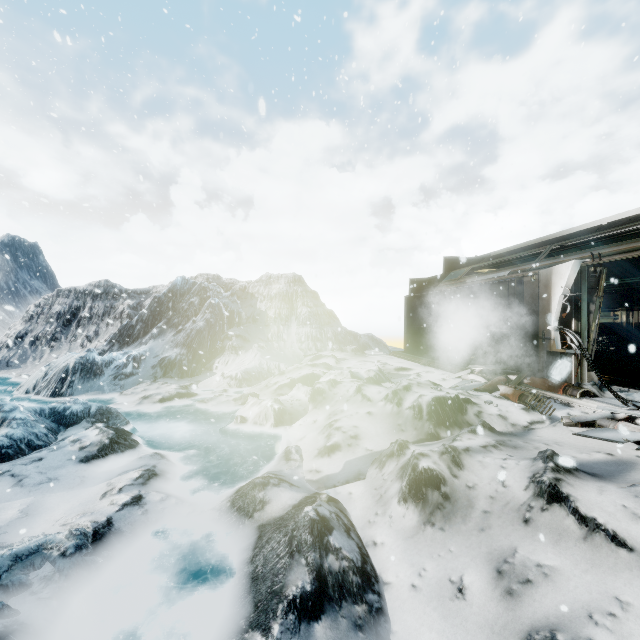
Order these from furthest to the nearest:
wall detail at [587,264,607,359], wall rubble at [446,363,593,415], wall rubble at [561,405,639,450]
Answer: wall detail at [587,264,607,359], wall rubble at [446,363,593,415], wall rubble at [561,405,639,450]

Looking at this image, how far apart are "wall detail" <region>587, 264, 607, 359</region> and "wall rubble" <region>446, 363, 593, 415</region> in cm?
63

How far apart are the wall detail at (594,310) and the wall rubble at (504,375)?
0.6m

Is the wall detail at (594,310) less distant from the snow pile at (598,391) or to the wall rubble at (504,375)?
the snow pile at (598,391)

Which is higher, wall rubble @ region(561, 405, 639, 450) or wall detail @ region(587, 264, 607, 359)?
wall detail @ region(587, 264, 607, 359)

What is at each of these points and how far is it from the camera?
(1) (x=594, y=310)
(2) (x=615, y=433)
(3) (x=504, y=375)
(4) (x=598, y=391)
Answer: (1) wall detail, 6.9m
(2) wall rubble, 4.6m
(3) wall rubble, 8.3m
(4) snow pile, 6.3m

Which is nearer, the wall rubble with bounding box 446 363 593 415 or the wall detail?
the wall rubble with bounding box 446 363 593 415

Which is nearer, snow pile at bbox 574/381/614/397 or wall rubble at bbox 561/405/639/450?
wall rubble at bbox 561/405/639/450
